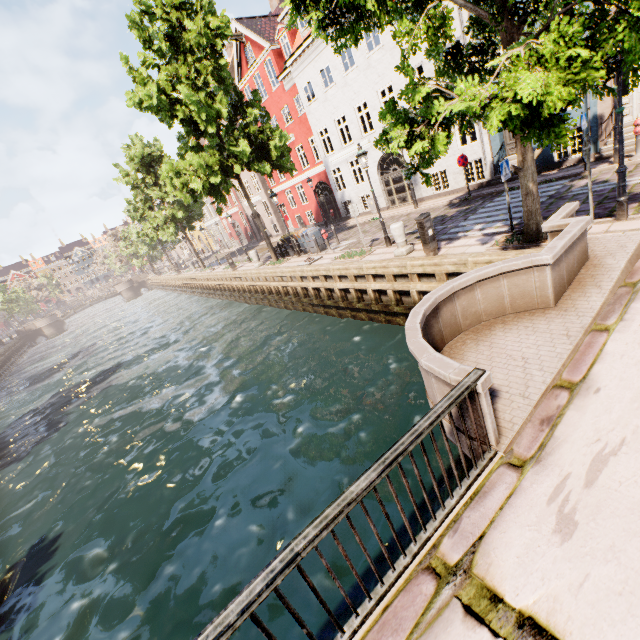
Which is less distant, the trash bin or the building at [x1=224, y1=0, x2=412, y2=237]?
the trash bin

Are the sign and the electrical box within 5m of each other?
yes

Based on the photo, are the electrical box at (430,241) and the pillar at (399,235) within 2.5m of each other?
yes

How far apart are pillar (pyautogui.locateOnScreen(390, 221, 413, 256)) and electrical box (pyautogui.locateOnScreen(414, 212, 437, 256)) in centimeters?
103cm

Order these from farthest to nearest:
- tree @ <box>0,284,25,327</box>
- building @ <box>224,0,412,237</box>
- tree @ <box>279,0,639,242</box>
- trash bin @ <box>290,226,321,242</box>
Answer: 1. tree @ <box>0,284,25,327</box>
2. building @ <box>224,0,412,237</box>
3. trash bin @ <box>290,226,321,242</box>
4. tree @ <box>279,0,639,242</box>

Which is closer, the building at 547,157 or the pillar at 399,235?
the pillar at 399,235

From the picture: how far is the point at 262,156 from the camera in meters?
16.1 m

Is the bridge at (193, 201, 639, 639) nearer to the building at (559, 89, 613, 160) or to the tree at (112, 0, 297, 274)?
the tree at (112, 0, 297, 274)
